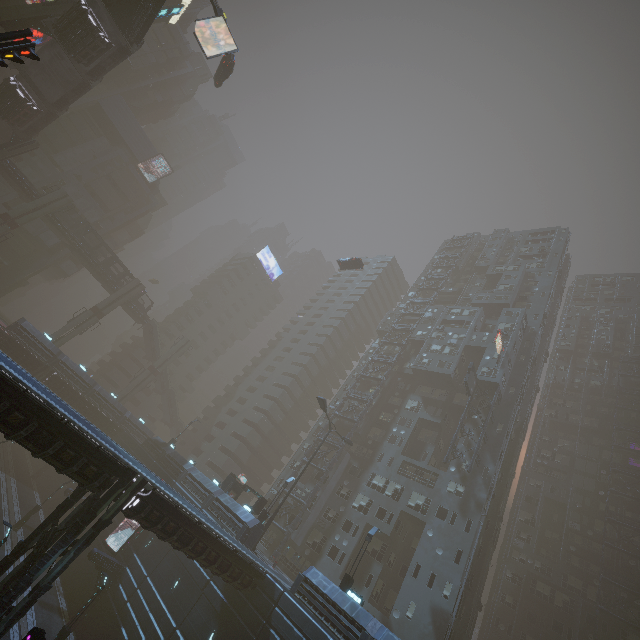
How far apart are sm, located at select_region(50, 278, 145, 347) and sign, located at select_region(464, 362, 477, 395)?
54.1m

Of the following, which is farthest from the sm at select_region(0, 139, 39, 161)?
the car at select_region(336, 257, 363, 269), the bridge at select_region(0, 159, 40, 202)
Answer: the car at select_region(336, 257, 363, 269)

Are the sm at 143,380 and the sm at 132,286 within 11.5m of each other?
yes

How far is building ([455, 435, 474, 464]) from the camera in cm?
3731

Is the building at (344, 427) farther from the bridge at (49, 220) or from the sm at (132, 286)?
the sm at (132, 286)

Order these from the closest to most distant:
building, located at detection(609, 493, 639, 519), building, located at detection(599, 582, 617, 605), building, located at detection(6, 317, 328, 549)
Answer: building, located at detection(6, 317, 328, 549) → building, located at detection(599, 582, 617, 605) → building, located at detection(609, 493, 639, 519)

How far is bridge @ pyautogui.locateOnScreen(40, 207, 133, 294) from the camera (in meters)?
50.83

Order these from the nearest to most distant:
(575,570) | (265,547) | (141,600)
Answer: (141,600)
(265,547)
(575,570)
